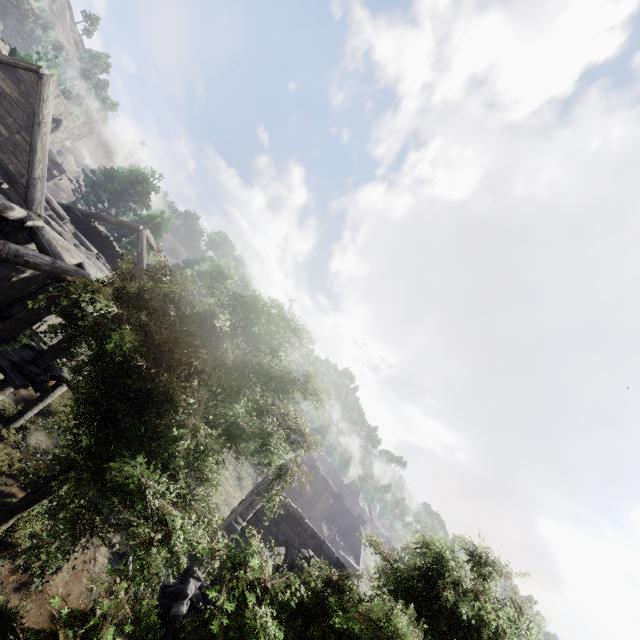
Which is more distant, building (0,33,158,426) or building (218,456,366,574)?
building (218,456,366,574)

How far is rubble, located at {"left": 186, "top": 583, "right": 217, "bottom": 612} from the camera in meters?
11.0

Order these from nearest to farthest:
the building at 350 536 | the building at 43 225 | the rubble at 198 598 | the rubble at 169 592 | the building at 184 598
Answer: the building at 43 225
the building at 184 598
the rubble at 169 592
the rubble at 198 598
the building at 350 536

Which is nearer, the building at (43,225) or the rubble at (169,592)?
the building at (43,225)

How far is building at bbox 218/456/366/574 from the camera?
14.3 meters

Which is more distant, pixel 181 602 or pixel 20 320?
pixel 181 602

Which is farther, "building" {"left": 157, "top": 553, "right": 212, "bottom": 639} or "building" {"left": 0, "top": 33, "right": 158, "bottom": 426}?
"building" {"left": 157, "top": 553, "right": 212, "bottom": 639}
